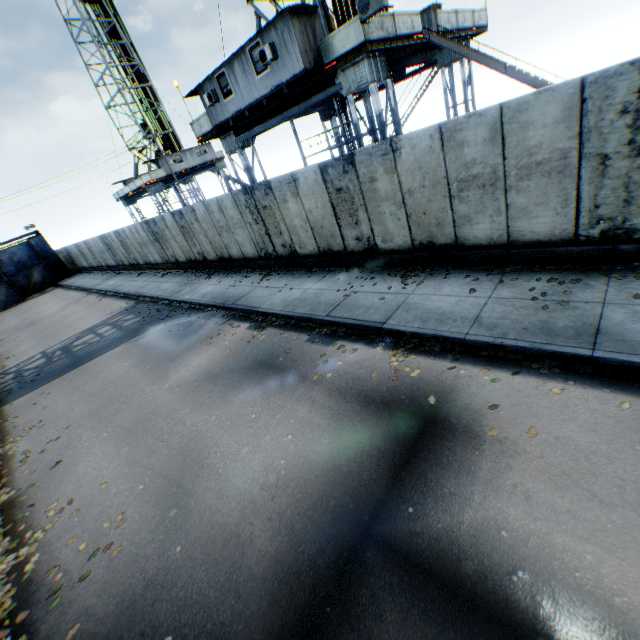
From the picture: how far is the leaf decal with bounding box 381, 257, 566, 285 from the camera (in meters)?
A: 7.17

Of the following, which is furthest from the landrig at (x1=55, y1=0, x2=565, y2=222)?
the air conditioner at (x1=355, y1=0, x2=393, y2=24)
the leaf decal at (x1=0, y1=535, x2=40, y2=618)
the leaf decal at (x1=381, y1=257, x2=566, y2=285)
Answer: the leaf decal at (x1=0, y1=535, x2=40, y2=618)

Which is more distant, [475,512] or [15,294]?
[15,294]

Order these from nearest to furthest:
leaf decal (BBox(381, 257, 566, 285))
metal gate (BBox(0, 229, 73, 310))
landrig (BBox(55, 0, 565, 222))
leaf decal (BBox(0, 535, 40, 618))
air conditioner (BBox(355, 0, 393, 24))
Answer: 1. leaf decal (BBox(0, 535, 40, 618))
2. leaf decal (BBox(381, 257, 566, 285))
3. air conditioner (BBox(355, 0, 393, 24))
4. landrig (BBox(55, 0, 565, 222))
5. metal gate (BBox(0, 229, 73, 310))

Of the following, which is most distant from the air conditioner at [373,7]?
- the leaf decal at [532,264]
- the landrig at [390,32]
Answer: the leaf decal at [532,264]

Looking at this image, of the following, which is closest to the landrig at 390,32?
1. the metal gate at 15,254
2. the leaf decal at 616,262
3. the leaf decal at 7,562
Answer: the leaf decal at 616,262

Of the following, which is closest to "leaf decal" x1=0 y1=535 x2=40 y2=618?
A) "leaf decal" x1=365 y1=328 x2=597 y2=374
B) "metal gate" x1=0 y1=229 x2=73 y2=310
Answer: "leaf decal" x1=365 y1=328 x2=597 y2=374

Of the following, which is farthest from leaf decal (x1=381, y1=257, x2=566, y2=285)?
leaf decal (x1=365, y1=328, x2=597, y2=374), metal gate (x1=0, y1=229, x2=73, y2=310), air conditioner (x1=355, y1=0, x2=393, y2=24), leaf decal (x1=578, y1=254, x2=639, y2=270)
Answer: metal gate (x1=0, y1=229, x2=73, y2=310)
